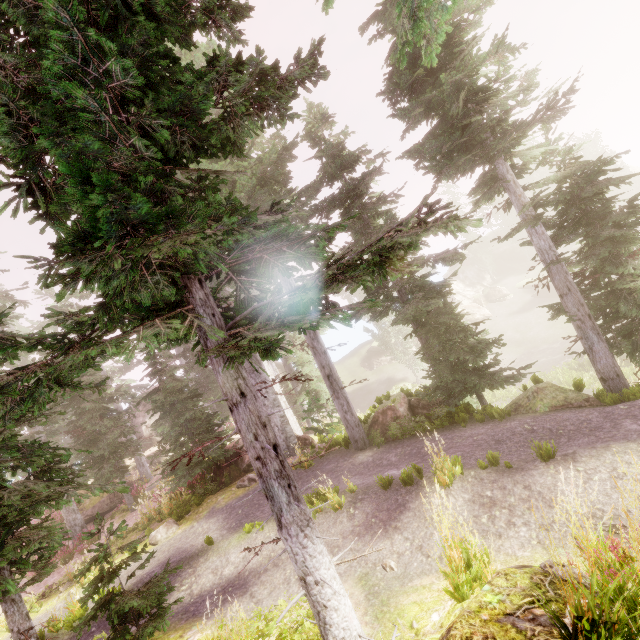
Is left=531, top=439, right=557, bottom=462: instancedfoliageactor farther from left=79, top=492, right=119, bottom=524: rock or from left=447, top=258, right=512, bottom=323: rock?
left=79, top=492, right=119, bottom=524: rock

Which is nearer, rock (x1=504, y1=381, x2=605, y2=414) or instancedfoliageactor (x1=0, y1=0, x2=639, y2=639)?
instancedfoliageactor (x1=0, y1=0, x2=639, y2=639)

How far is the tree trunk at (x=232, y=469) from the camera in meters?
13.5

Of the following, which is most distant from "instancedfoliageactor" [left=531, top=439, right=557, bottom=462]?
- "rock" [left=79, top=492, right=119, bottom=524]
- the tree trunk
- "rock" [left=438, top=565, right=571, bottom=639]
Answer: "rock" [left=79, top=492, right=119, bottom=524]

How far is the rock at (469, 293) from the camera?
43.00m

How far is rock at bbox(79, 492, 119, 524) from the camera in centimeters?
1973cm

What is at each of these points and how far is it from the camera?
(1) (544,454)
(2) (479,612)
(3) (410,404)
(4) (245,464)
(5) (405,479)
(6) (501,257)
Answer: (1) instancedfoliageactor, 6.1 meters
(2) rock, 2.5 meters
(3) rock, 12.1 meters
(4) rock, 14.0 meters
(5) instancedfoliageactor, 7.1 meters
(6) rock, 51.9 meters

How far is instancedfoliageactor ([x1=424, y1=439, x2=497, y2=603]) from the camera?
4.1m
